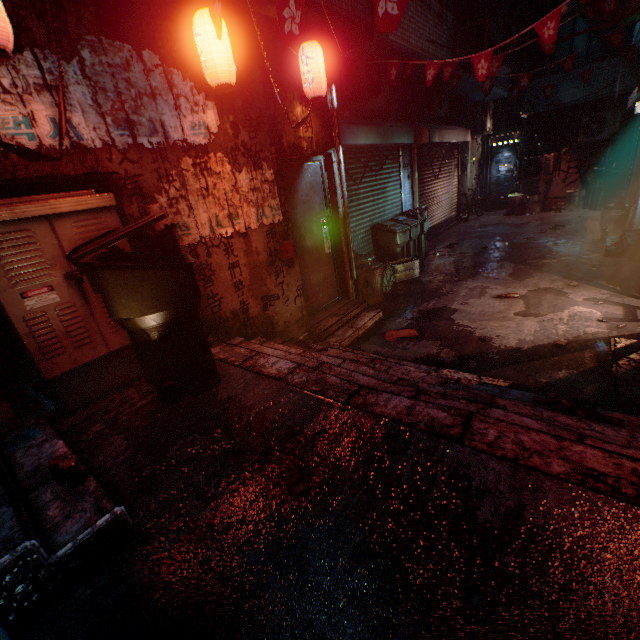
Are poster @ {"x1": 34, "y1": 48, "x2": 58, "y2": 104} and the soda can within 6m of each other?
yes

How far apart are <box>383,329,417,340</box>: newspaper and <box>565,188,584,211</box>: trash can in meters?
9.4 m

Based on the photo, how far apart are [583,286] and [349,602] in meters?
5.6

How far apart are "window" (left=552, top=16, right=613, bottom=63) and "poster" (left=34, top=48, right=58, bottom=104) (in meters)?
11.56

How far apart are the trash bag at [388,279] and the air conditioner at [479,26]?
4.44m

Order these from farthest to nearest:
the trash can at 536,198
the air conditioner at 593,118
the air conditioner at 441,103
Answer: the trash can at 536,198, the air conditioner at 593,118, the air conditioner at 441,103

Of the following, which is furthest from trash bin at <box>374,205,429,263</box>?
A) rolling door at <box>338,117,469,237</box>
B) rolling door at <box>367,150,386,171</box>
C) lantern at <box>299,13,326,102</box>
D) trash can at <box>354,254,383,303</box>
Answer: lantern at <box>299,13,326,102</box>

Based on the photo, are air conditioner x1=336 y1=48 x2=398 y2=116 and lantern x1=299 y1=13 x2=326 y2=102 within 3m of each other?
yes
